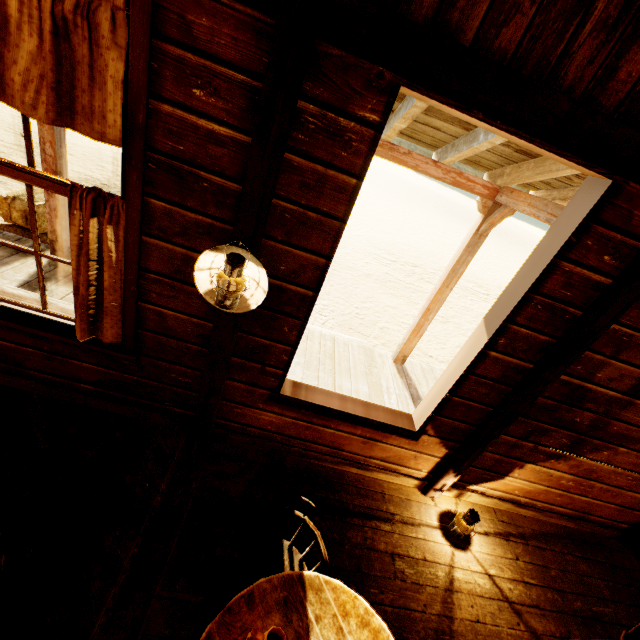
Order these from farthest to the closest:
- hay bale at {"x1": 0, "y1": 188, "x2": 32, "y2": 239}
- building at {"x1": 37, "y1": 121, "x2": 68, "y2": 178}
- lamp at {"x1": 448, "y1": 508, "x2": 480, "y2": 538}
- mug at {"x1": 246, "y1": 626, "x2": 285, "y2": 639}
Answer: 1. hay bale at {"x1": 0, "y1": 188, "x2": 32, "y2": 239}
2. building at {"x1": 37, "y1": 121, "x2": 68, "y2": 178}
3. lamp at {"x1": 448, "y1": 508, "x2": 480, "y2": 538}
4. mug at {"x1": 246, "y1": 626, "x2": 285, "y2": 639}

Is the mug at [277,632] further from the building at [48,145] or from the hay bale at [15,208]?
the hay bale at [15,208]

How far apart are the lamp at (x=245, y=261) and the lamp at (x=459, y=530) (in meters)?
2.73

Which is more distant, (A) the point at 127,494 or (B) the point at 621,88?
(A) the point at 127,494

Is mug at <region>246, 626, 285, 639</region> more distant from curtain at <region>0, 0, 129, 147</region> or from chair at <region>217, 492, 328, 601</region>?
curtain at <region>0, 0, 129, 147</region>

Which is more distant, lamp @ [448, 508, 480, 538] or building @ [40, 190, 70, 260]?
building @ [40, 190, 70, 260]

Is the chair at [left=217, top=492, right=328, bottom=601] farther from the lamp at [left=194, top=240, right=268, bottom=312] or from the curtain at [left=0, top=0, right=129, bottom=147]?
the curtain at [left=0, top=0, right=129, bottom=147]

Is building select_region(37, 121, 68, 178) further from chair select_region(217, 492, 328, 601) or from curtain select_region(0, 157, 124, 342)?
chair select_region(217, 492, 328, 601)
